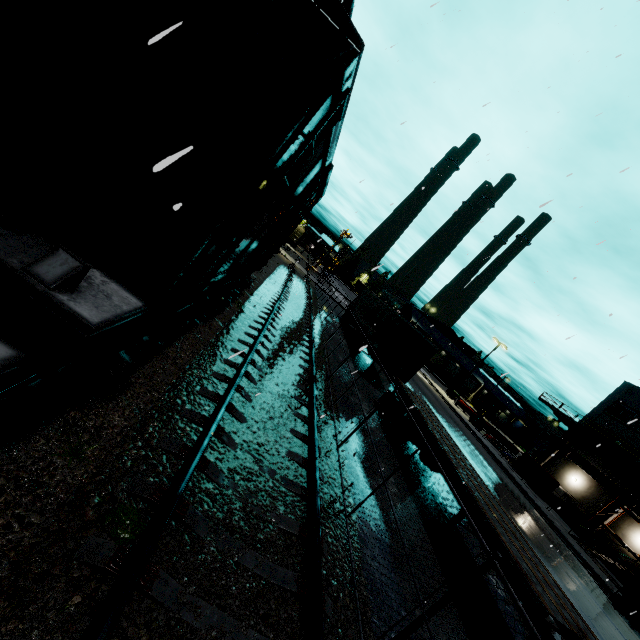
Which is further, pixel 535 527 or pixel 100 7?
pixel 535 527

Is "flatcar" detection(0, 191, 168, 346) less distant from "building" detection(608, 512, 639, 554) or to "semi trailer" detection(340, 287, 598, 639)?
"building" detection(608, 512, 639, 554)

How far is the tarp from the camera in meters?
26.5 m

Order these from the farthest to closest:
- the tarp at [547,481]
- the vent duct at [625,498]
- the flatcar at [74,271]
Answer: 1. the vent duct at [625,498]
2. the tarp at [547,481]
3. the flatcar at [74,271]

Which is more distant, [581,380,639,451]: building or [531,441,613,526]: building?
[581,380,639,451]: building

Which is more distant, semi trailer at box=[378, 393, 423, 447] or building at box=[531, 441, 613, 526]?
building at box=[531, 441, 613, 526]

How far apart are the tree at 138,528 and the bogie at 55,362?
1.6 meters

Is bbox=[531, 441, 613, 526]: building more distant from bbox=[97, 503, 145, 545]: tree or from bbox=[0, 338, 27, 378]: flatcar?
bbox=[97, 503, 145, 545]: tree
